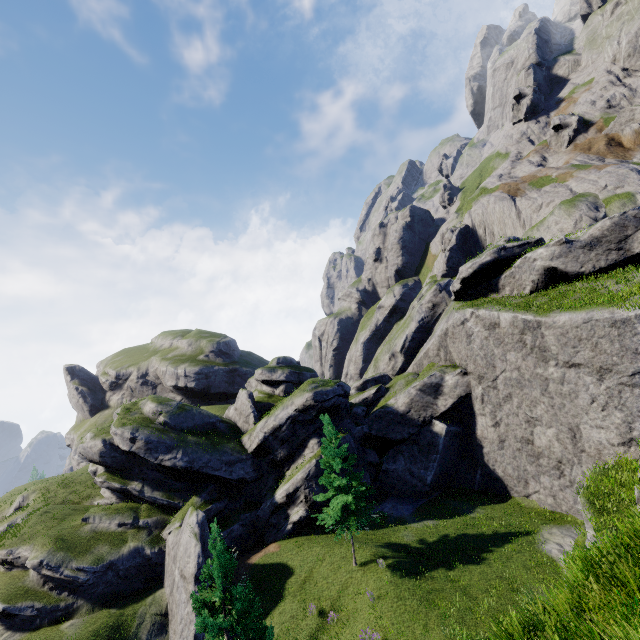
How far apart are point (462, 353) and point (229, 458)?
25.7m

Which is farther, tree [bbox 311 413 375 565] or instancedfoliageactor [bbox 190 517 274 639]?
tree [bbox 311 413 375 565]

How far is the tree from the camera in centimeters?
2229cm

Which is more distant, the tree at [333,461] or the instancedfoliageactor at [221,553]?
the tree at [333,461]

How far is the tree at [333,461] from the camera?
22.3m
